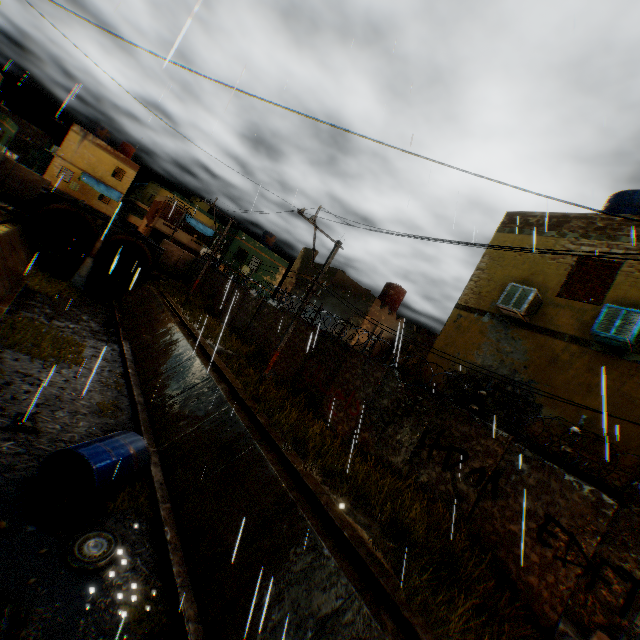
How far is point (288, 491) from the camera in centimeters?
753cm

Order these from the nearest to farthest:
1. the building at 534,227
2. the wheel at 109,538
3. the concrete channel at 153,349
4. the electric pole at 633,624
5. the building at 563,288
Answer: the electric pole at 633,624
the concrete channel at 153,349
the wheel at 109,538
the building at 563,288
the building at 534,227

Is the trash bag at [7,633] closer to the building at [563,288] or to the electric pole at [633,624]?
the building at [563,288]

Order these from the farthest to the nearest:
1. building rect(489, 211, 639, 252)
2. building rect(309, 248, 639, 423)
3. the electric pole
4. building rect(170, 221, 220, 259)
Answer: building rect(170, 221, 220, 259)
building rect(489, 211, 639, 252)
building rect(309, 248, 639, 423)
the electric pole

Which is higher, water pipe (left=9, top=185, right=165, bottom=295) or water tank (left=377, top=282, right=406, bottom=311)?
water tank (left=377, top=282, right=406, bottom=311)

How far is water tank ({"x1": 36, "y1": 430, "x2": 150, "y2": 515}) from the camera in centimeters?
713cm

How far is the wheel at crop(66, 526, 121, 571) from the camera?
6.1 meters

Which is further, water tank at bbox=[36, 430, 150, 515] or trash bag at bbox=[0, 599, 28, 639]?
water tank at bbox=[36, 430, 150, 515]
